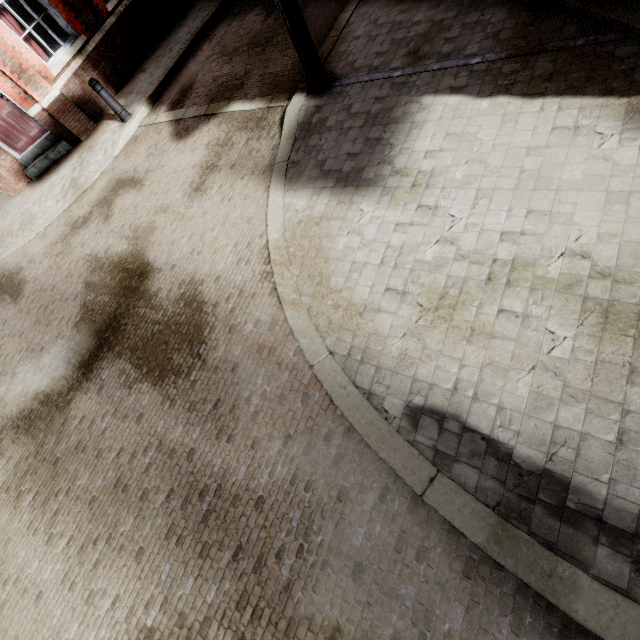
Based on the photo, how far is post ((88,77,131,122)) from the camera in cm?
725

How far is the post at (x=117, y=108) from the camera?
7.2 meters

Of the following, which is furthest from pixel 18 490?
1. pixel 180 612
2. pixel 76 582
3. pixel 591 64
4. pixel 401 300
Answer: pixel 591 64

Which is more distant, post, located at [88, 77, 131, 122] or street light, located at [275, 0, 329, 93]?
post, located at [88, 77, 131, 122]

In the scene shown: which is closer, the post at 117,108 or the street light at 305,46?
the street light at 305,46
